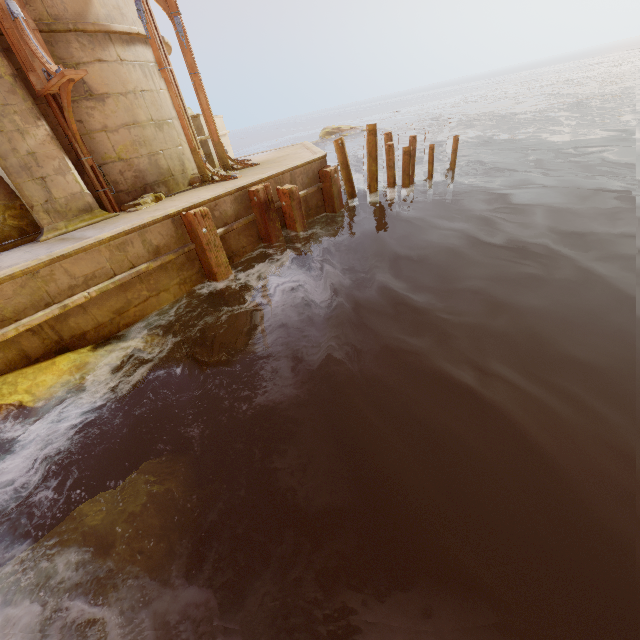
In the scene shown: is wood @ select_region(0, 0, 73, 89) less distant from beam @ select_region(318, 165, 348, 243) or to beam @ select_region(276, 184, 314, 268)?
beam @ select_region(276, 184, 314, 268)

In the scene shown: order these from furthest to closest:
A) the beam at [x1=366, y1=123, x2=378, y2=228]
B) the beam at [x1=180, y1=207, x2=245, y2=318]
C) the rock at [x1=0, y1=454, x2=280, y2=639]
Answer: the beam at [x1=366, y1=123, x2=378, y2=228] < the beam at [x1=180, y1=207, x2=245, y2=318] < the rock at [x1=0, y1=454, x2=280, y2=639]

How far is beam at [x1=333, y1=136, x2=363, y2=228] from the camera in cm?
904

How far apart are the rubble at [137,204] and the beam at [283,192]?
2.68m

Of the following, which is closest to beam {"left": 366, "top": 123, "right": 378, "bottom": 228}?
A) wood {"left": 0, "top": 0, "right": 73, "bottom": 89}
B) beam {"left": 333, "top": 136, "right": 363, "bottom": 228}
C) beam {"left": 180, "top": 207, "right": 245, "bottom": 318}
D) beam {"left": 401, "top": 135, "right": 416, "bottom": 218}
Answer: beam {"left": 333, "top": 136, "right": 363, "bottom": 228}

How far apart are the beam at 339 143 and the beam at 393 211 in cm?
81

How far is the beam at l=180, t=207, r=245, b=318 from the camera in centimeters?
612cm

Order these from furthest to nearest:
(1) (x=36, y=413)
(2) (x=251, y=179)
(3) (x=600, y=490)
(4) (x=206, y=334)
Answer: (2) (x=251, y=179), (4) (x=206, y=334), (1) (x=36, y=413), (3) (x=600, y=490)
